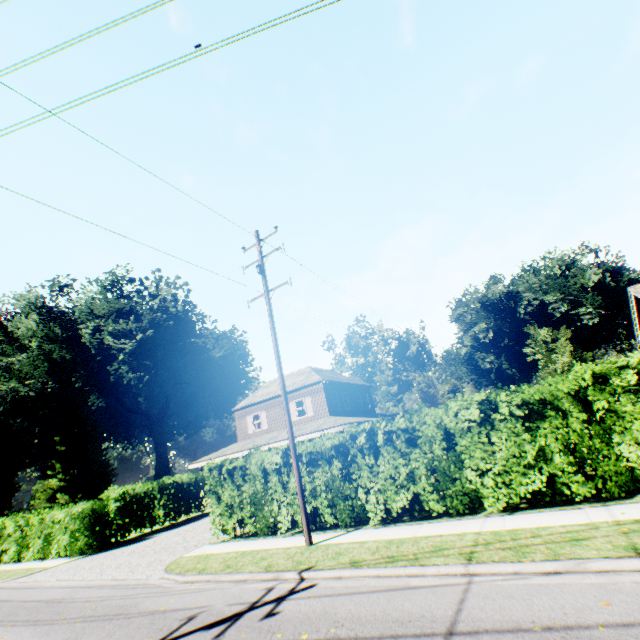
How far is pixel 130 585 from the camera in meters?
10.3

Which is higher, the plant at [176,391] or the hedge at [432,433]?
the plant at [176,391]

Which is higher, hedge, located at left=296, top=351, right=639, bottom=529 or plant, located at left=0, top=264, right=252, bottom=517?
plant, located at left=0, top=264, right=252, bottom=517

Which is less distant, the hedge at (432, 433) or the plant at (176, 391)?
the hedge at (432, 433)

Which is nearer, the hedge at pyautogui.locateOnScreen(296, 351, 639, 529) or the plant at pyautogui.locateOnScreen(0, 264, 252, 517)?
the hedge at pyautogui.locateOnScreen(296, 351, 639, 529)
